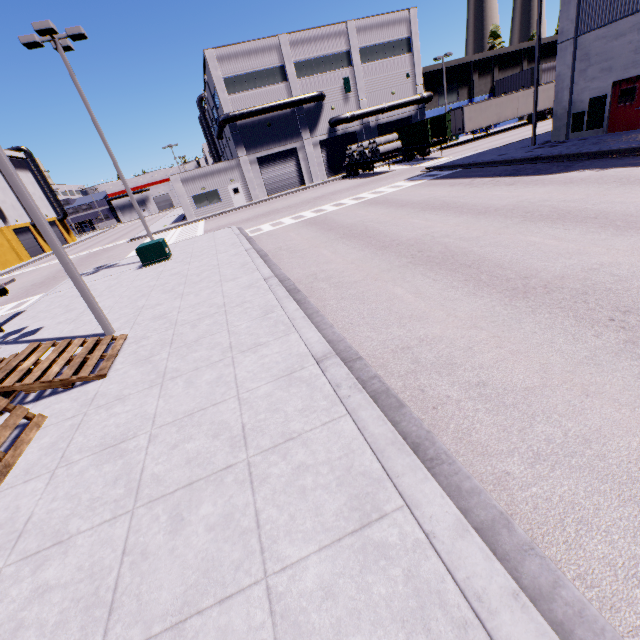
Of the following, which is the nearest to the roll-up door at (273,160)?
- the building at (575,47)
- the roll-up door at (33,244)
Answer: the building at (575,47)

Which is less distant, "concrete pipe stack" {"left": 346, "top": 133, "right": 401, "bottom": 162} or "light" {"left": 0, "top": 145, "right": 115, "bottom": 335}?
"light" {"left": 0, "top": 145, "right": 115, "bottom": 335}

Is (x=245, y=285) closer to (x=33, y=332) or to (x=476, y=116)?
(x=33, y=332)

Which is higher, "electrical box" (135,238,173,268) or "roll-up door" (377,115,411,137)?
"roll-up door" (377,115,411,137)

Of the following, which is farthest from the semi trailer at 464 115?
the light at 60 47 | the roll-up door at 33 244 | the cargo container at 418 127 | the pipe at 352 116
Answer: the light at 60 47

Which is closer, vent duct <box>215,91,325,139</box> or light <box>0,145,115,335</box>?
light <box>0,145,115,335</box>

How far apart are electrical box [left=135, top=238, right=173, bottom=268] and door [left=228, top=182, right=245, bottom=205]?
23.36m

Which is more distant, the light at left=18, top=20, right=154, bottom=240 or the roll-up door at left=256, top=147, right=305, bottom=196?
the roll-up door at left=256, top=147, right=305, bottom=196
